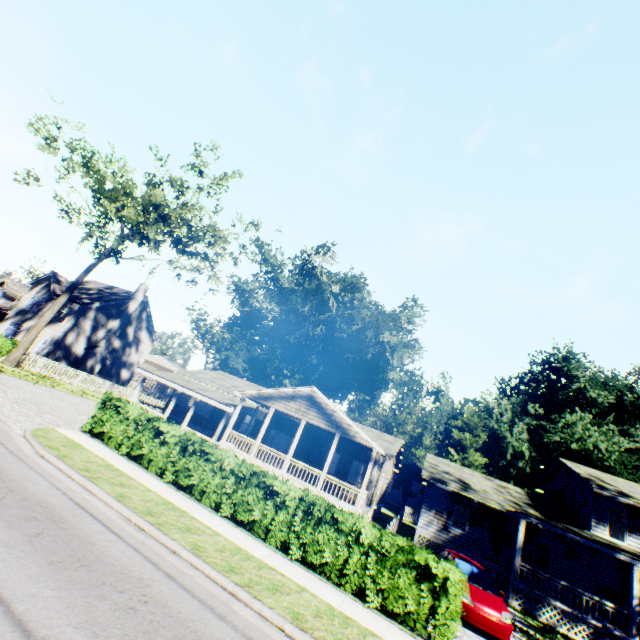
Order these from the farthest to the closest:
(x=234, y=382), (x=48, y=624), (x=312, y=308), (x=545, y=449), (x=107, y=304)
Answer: (x=312, y=308), (x=545, y=449), (x=107, y=304), (x=234, y=382), (x=48, y=624)

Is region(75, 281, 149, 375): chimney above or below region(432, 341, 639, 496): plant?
below

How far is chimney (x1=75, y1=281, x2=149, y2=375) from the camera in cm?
3387

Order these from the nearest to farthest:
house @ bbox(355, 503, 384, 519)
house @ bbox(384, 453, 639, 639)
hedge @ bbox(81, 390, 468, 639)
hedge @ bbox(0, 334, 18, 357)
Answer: hedge @ bbox(81, 390, 468, 639) < house @ bbox(384, 453, 639, 639) < hedge @ bbox(0, 334, 18, 357) < house @ bbox(355, 503, 384, 519)

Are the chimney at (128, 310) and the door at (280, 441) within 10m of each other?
no

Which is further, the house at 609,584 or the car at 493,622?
the house at 609,584

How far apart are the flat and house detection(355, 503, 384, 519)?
3.25m

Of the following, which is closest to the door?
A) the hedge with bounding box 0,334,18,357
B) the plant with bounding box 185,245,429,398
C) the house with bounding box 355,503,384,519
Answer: the house with bounding box 355,503,384,519
